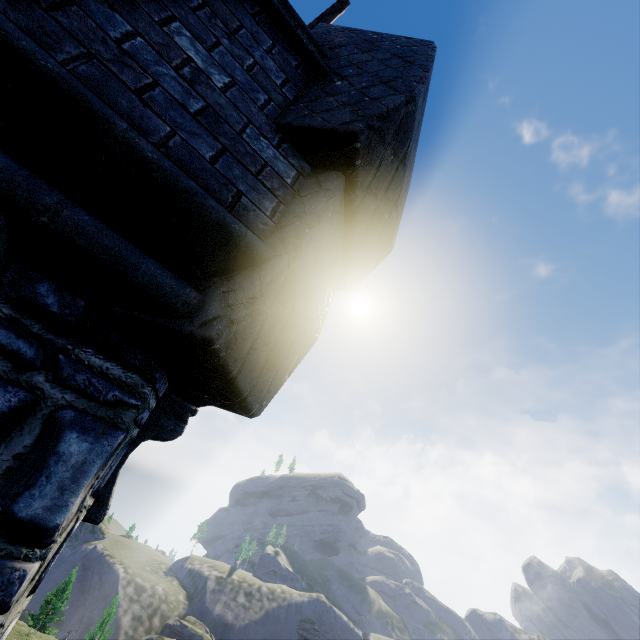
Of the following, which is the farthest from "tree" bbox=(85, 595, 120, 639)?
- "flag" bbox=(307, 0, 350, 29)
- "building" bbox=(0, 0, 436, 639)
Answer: "flag" bbox=(307, 0, 350, 29)

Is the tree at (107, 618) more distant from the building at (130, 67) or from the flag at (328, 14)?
the flag at (328, 14)

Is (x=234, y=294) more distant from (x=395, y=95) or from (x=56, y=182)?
(x=395, y=95)

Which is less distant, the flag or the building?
the building

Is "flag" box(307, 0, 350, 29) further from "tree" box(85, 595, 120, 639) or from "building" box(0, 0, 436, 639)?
"tree" box(85, 595, 120, 639)
